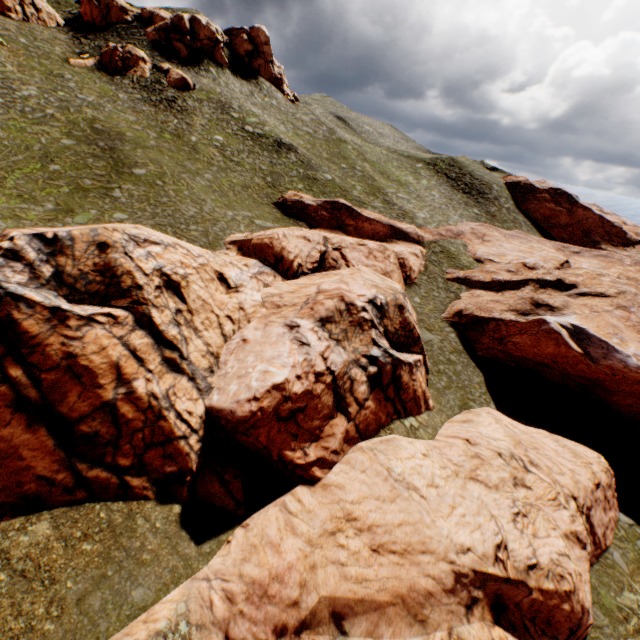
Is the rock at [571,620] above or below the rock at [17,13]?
below

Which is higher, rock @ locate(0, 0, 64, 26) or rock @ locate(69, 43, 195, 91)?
rock @ locate(0, 0, 64, 26)

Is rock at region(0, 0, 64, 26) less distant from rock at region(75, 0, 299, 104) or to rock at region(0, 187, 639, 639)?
rock at region(75, 0, 299, 104)

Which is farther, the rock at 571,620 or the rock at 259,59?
the rock at 259,59

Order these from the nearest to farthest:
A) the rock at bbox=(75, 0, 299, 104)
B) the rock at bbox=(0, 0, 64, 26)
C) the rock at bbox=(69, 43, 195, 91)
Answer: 1. the rock at bbox=(0, 0, 64, 26)
2. the rock at bbox=(69, 43, 195, 91)
3. the rock at bbox=(75, 0, 299, 104)

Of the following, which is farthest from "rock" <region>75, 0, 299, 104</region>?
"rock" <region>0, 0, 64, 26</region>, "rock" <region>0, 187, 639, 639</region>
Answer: "rock" <region>0, 187, 639, 639</region>

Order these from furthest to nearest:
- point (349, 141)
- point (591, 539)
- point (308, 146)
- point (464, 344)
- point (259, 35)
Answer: point (349, 141) < point (259, 35) < point (308, 146) < point (464, 344) < point (591, 539)
